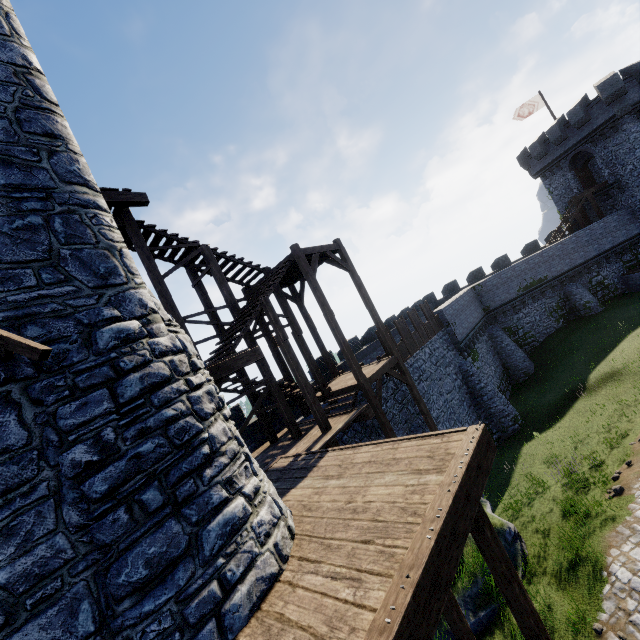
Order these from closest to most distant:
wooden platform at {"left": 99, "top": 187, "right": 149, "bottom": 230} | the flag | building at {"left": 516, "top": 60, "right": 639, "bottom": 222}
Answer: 1. wooden platform at {"left": 99, "top": 187, "right": 149, "bottom": 230}
2. building at {"left": 516, "top": 60, "right": 639, "bottom": 222}
3. the flag

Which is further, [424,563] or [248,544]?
[248,544]

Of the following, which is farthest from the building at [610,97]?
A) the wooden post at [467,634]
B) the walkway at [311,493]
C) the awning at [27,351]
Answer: the awning at [27,351]

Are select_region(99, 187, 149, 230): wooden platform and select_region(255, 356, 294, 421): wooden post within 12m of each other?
yes

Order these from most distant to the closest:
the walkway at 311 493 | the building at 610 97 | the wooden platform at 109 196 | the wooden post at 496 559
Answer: the building at 610 97, the wooden platform at 109 196, the wooden post at 496 559, the walkway at 311 493

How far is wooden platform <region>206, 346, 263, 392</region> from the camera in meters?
7.4

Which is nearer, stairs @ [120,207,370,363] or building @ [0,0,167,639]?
building @ [0,0,167,639]

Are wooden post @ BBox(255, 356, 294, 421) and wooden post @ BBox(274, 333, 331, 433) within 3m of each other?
yes
